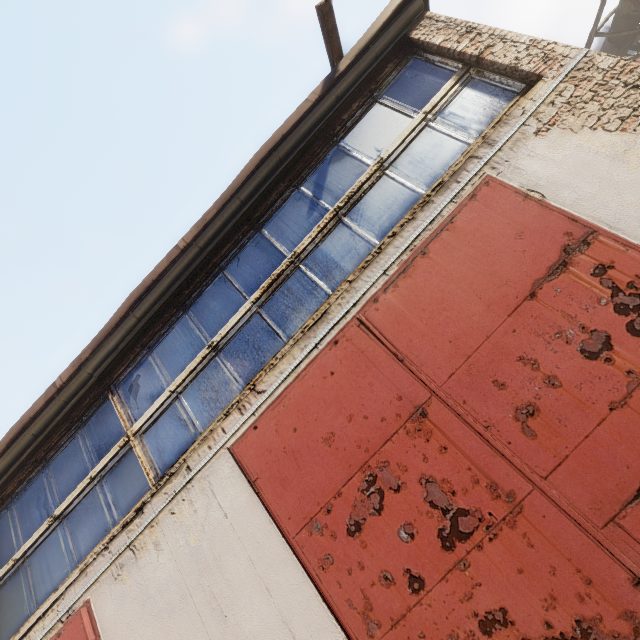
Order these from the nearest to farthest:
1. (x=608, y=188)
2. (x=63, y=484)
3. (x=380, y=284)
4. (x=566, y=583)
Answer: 1. (x=566, y=583)
2. (x=608, y=188)
3. (x=380, y=284)
4. (x=63, y=484)

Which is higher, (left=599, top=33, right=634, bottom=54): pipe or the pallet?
the pallet

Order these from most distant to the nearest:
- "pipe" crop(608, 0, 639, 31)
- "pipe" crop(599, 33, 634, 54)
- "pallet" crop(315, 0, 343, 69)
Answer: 1. "pipe" crop(599, 33, 634, 54)
2. "pipe" crop(608, 0, 639, 31)
3. "pallet" crop(315, 0, 343, 69)

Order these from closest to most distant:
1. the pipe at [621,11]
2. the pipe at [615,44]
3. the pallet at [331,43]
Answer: the pallet at [331,43]
the pipe at [621,11]
the pipe at [615,44]

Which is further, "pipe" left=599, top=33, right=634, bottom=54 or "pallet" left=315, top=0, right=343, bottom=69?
"pipe" left=599, top=33, right=634, bottom=54

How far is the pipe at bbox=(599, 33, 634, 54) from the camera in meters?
7.2

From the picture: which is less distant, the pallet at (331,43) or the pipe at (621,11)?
the pallet at (331,43)
